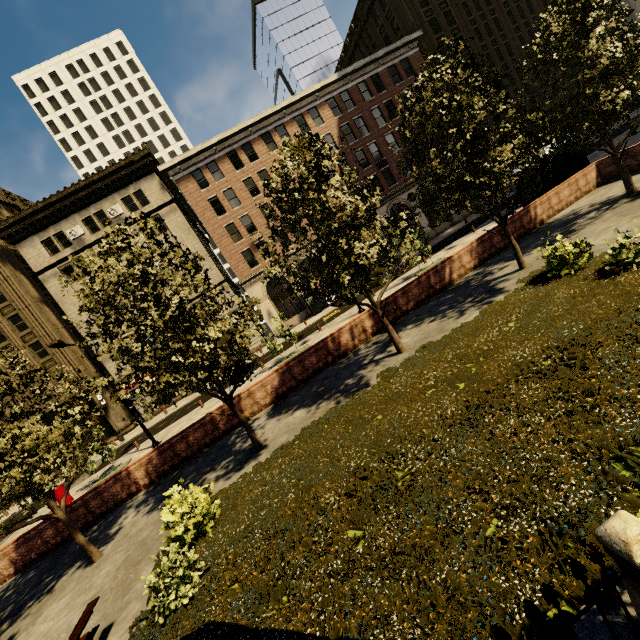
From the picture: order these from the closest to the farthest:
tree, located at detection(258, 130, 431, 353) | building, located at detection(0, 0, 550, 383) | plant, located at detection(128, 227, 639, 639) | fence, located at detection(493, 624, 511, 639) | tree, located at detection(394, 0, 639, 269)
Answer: fence, located at detection(493, 624, 511, 639) < plant, located at detection(128, 227, 639, 639) < tree, located at detection(258, 130, 431, 353) < tree, located at detection(394, 0, 639, 269) < building, located at detection(0, 0, 550, 383)

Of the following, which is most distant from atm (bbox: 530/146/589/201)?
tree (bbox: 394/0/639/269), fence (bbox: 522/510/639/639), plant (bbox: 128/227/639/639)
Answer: fence (bbox: 522/510/639/639)

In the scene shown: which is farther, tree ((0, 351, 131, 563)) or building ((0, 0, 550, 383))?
building ((0, 0, 550, 383))

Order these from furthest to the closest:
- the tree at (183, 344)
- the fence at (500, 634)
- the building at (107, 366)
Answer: the building at (107, 366) → the tree at (183, 344) → the fence at (500, 634)

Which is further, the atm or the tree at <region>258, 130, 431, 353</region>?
the atm

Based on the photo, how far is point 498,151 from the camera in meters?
11.0

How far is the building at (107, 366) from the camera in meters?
30.8 m
